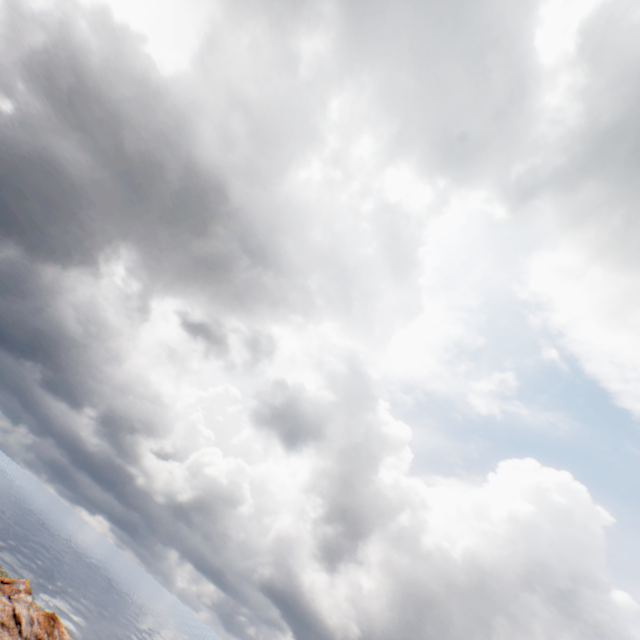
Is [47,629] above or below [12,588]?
below
